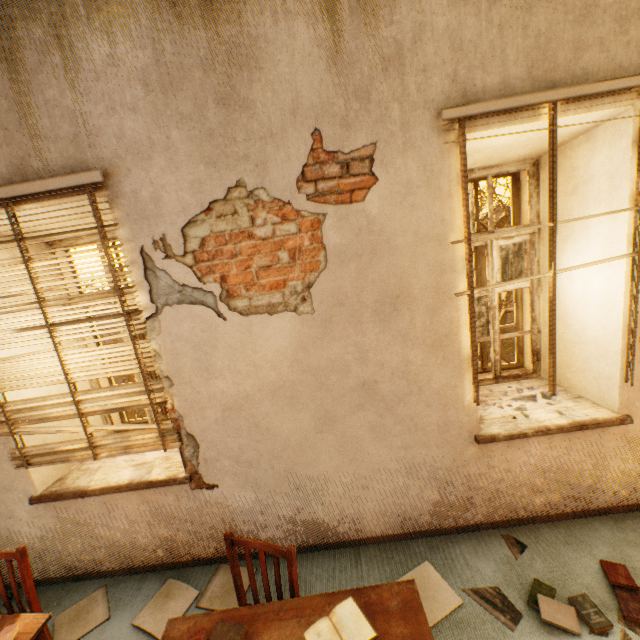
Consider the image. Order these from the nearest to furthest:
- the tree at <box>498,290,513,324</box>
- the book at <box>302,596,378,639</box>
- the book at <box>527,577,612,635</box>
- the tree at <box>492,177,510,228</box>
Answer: the book at <box>302,596,378,639</box> → the book at <box>527,577,612,635</box> → the tree at <box>492,177,510,228</box> → the tree at <box>498,290,513,324</box>

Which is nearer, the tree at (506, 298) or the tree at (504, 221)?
the tree at (504, 221)

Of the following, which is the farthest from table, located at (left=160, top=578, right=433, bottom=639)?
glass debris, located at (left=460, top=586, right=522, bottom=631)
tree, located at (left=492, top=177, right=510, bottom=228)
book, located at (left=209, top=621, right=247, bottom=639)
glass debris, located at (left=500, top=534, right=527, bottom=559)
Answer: tree, located at (left=492, top=177, right=510, bottom=228)

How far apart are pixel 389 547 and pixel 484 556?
0.7 meters

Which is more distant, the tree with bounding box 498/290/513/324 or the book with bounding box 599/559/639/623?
the tree with bounding box 498/290/513/324

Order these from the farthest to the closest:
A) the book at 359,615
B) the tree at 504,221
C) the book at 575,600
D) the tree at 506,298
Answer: the tree at 506,298 < the tree at 504,221 < the book at 575,600 < the book at 359,615

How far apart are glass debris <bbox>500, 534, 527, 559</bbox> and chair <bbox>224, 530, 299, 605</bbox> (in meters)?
1.63

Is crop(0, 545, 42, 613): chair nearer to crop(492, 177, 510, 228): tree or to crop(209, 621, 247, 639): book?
crop(209, 621, 247, 639): book
